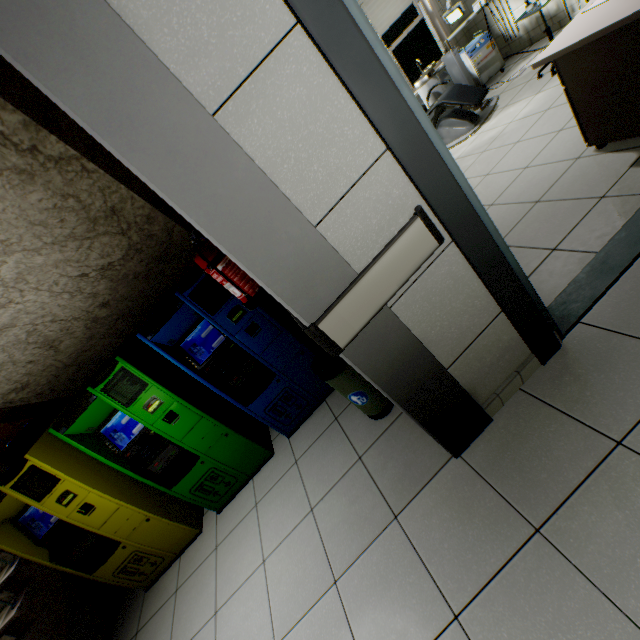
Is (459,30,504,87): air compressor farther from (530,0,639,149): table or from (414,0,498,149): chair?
(530,0,639,149): table

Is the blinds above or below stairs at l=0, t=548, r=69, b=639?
above

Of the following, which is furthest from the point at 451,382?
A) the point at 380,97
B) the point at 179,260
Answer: the point at 179,260

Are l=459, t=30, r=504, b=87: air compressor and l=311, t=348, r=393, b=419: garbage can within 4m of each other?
no

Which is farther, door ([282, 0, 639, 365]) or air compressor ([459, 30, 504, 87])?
air compressor ([459, 30, 504, 87])

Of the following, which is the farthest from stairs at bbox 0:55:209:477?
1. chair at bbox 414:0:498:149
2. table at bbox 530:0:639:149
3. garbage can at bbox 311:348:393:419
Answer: chair at bbox 414:0:498:149

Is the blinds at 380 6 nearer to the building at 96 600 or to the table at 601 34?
the table at 601 34

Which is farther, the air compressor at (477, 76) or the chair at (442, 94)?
the air compressor at (477, 76)
